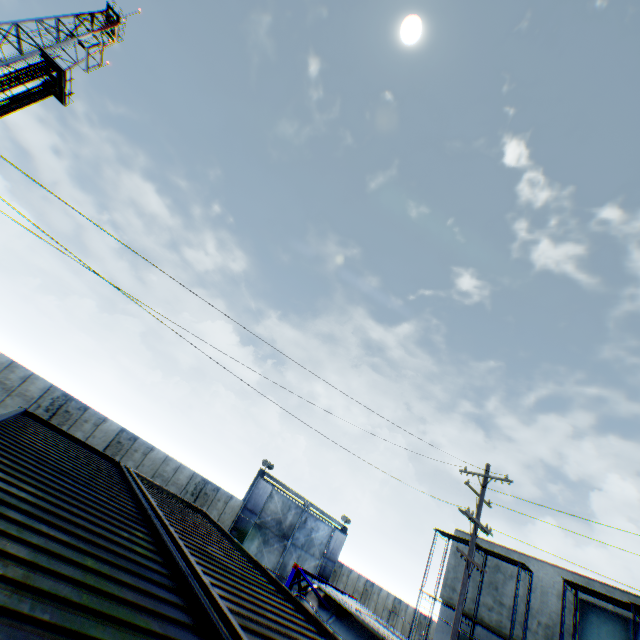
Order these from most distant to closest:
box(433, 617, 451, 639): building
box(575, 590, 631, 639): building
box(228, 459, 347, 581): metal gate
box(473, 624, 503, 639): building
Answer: box(228, 459, 347, 581): metal gate → box(433, 617, 451, 639): building → box(473, 624, 503, 639): building → box(575, 590, 631, 639): building

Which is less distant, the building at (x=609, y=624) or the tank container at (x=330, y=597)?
the tank container at (x=330, y=597)

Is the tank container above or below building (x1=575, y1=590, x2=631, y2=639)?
below

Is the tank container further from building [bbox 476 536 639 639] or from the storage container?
building [bbox 476 536 639 639]

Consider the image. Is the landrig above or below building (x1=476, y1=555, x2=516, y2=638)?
above

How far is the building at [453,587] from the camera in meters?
24.3

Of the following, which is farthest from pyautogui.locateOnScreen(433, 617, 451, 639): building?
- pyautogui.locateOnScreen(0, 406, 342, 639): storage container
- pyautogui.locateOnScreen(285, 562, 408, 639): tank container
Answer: pyautogui.locateOnScreen(0, 406, 342, 639): storage container

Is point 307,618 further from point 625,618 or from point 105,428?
point 625,618
